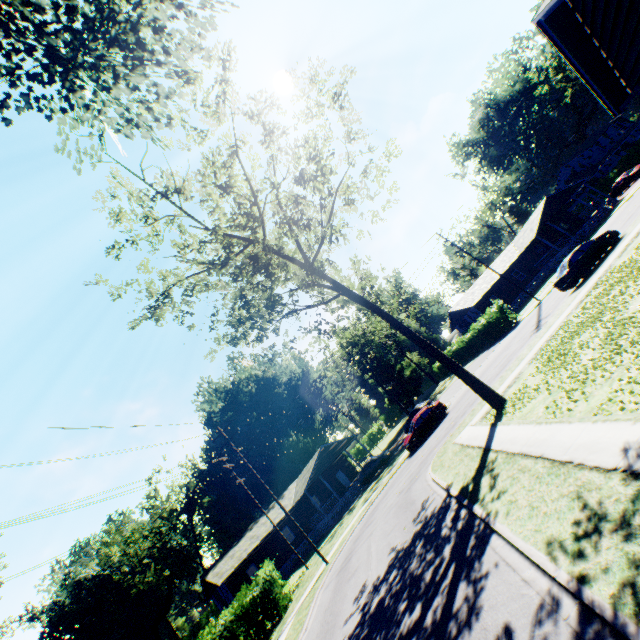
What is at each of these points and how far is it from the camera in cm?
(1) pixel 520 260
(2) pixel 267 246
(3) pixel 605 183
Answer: (1) house, 4434
(2) tree, 1630
(3) hedge, 4838

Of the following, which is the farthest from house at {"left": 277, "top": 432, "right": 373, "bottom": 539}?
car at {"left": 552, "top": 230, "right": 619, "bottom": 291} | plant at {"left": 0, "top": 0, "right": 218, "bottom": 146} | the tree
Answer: plant at {"left": 0, "top": 0, "right": 218, "bottom": 146}

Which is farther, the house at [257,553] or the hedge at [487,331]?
the hedge at [487,331]

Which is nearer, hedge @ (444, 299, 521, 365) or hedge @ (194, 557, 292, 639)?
hedge @ (194, 557, 292, 639)

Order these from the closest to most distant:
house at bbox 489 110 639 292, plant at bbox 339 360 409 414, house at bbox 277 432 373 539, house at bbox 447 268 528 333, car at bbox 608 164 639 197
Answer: house at bbox 277 432 373 539 < car at bbox 608 164 639 197 < house at bbox 489 110 639 292 < house at bbox 447 268 528 333 < plant at bbox 339 360 409 414

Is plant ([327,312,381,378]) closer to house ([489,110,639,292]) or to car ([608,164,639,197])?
house ([489,110,639,292])

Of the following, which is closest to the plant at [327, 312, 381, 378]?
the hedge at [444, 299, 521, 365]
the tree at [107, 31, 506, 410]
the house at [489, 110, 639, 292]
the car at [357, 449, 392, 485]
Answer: the tree at [107, 31, 506, 410]

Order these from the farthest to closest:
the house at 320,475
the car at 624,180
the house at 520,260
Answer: the house at 520,260 → the car at 624,180 → the house at 320,475
